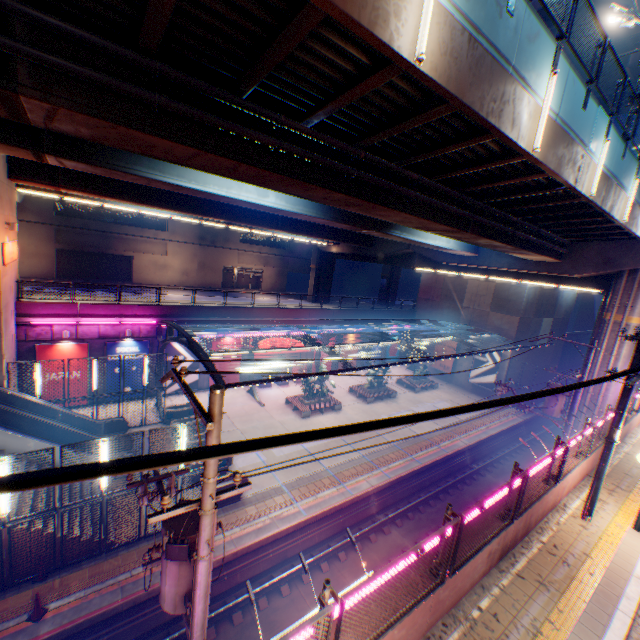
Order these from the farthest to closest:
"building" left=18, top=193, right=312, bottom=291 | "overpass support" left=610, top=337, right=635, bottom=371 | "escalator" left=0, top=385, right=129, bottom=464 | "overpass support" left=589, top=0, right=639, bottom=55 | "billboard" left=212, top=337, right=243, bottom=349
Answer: "building" left=18, top=193, right=312, bottom=291 < "billboard" left=212, top=337, right=243, bottom=349 < "overpass support" left=589, top=0, right=639, bottom=55 < "overpass support" left=610, top=337, right=635, bottom=371 < "escalator" left=0, top=385, right=129, bottom=464

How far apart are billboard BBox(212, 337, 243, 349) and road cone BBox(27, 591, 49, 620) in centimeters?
1686cm

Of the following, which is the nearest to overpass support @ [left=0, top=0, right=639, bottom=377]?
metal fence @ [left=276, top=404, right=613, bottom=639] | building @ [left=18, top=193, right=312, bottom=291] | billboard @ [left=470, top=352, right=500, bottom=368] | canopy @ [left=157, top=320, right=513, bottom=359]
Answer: metal fence @ [left=276, top=404, right=613, bottom=639]

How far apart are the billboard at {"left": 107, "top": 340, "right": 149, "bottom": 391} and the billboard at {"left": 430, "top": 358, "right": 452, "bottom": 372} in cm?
2984

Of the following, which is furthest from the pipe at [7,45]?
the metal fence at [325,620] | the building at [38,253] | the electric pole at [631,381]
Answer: Answer: the building at [38,253]

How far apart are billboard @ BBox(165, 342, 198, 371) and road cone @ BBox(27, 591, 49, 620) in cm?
1507

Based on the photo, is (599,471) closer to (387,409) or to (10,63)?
(10,63)

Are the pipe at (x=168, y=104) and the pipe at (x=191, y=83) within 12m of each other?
yes
